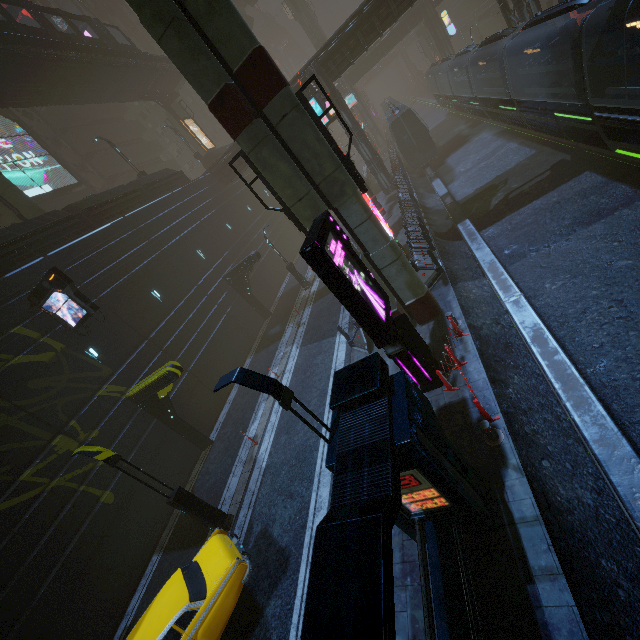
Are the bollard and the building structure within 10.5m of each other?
no

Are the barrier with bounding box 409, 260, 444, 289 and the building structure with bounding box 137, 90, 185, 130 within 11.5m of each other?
no

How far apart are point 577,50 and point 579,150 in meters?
5.9 m

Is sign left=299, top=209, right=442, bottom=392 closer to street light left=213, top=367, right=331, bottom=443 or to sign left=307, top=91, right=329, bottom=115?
street light left=213, top=367, right=331, bottom=443

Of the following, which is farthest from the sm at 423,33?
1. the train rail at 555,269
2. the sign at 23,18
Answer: the sign at 23,18

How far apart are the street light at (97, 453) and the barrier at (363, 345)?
7.97m

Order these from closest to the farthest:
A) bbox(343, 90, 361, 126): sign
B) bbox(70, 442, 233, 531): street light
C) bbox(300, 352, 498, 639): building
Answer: bbox(300, 352, 498, 639): building
bbox(70, 442, 233, 531): street light
bbox(343, 90, 361, 126): sign

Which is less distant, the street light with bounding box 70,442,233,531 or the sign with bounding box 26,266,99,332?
the street light with bounding box 70,442,233,531
